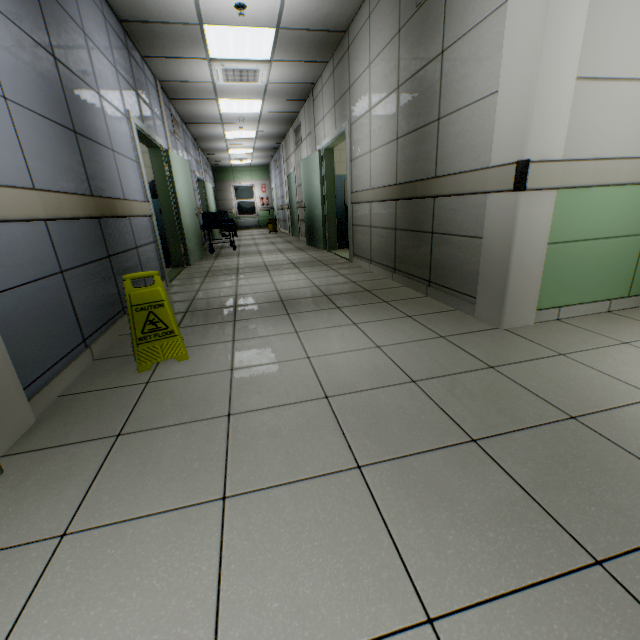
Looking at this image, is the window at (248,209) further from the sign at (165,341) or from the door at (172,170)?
the sign at (165,341)

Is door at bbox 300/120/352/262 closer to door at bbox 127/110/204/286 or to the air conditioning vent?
the air conditioning vent

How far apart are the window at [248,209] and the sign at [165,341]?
17.1 meters

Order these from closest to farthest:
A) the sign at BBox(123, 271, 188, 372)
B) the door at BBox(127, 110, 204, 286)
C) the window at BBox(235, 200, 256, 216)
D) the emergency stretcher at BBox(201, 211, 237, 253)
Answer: the sign at BBox(123, 271, 188, 372) → the door at BBox(127, 110, 204, 286) → the emergency stretcher at BBox(201, 211, 237, 253) → the window at BBox(235, 200, 256, 216)

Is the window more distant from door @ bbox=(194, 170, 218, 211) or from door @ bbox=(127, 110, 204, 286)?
door @ bbox=(127, 110, 204, 286)

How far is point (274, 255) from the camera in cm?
714

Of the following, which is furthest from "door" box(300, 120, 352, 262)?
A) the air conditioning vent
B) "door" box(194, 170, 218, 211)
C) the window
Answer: the window

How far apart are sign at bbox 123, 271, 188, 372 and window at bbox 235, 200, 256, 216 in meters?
17.1
